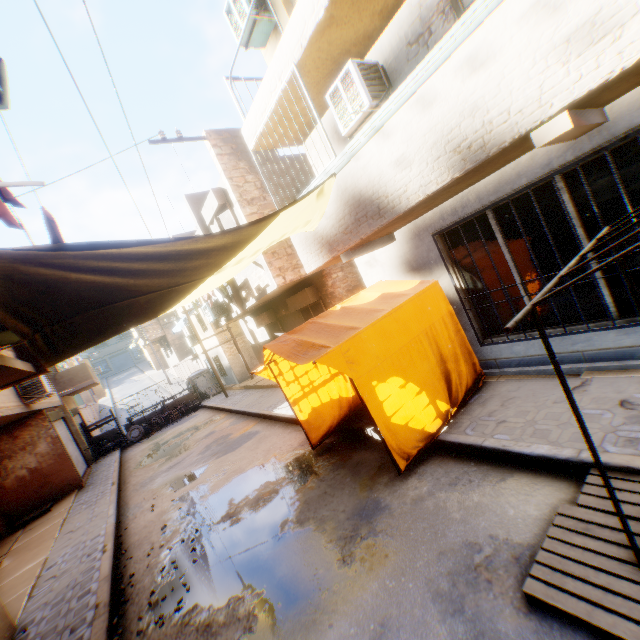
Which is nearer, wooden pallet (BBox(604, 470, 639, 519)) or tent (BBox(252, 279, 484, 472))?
wooden pallet (BBox(604, 470, 639, 519))

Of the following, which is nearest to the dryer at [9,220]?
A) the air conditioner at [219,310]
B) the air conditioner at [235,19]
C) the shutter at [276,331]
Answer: the air conditioner at [235,19]

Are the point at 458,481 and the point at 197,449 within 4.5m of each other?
no

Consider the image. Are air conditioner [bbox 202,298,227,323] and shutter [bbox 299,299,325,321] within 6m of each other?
yes

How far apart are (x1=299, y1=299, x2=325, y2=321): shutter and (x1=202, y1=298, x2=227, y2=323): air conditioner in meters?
3.7

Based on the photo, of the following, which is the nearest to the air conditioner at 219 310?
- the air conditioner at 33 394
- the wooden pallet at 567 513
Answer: the air conditioner at 33 394

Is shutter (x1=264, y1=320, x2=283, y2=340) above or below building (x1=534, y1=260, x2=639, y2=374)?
above

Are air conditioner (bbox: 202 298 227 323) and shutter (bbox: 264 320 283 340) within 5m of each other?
yes
